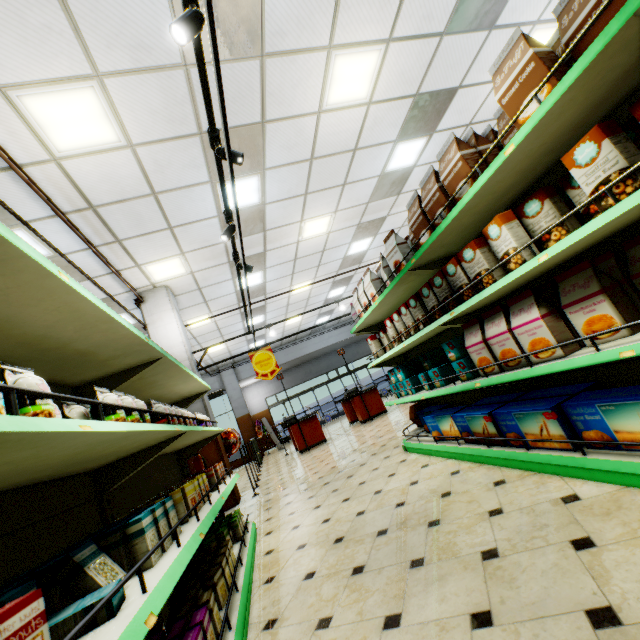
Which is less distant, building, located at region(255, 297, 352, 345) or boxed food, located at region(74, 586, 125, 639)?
boxed food, located at region(74, 586, 125, 639)

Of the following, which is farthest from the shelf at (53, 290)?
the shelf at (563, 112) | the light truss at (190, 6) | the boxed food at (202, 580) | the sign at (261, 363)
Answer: the sign at (261, 363)

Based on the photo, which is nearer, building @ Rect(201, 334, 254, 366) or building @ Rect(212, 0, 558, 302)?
building @ Rect(212, 0, 558, 302)

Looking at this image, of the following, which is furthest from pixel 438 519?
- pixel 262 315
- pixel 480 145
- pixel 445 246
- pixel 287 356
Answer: pixel 287 356

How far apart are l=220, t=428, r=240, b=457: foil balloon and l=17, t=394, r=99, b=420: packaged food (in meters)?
6.45

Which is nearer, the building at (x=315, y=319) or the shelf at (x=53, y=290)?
the shelf at (x=53, y=290)

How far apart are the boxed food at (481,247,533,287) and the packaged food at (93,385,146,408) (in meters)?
2.37

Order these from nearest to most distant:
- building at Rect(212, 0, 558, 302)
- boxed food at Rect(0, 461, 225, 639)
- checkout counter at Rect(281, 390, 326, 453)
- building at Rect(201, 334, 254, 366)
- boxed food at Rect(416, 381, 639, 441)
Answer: boxed food at Rect(0, 461, 225, 639), boxed food at Rect(416, 381, 639, 441), building at Rect(212, 0, 558, 302), checkout counter at Rect(281, 390, 326, 453), building at Rect(201, 334, 254, 366)
